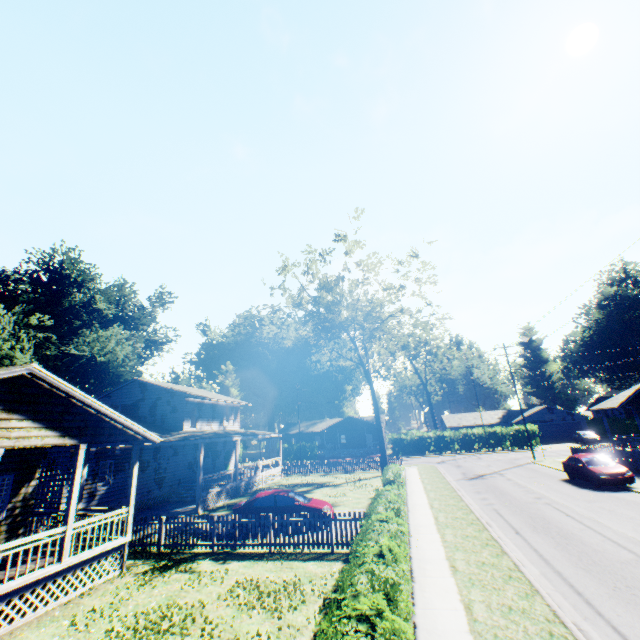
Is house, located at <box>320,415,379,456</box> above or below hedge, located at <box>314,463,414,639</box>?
above

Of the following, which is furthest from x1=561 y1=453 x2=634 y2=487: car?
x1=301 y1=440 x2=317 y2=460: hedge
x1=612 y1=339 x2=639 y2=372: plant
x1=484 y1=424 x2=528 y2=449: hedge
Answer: x1=612 y1=339 x2=639 y2=372: plant

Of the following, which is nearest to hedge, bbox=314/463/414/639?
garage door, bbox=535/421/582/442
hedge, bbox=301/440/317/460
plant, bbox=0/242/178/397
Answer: plant, bbox=0/242/178/397

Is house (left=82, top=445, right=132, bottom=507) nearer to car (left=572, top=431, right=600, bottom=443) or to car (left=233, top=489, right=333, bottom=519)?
car (left=233, top=489, right=333, bottom=519)

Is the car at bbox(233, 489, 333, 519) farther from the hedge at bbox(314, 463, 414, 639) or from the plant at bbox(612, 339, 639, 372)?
the plant at bbox(612, 339, 639, 372)

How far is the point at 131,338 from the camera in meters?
37.2 m

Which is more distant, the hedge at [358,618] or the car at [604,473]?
the car at [604,473]

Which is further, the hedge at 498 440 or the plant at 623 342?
the plant at 623 342
